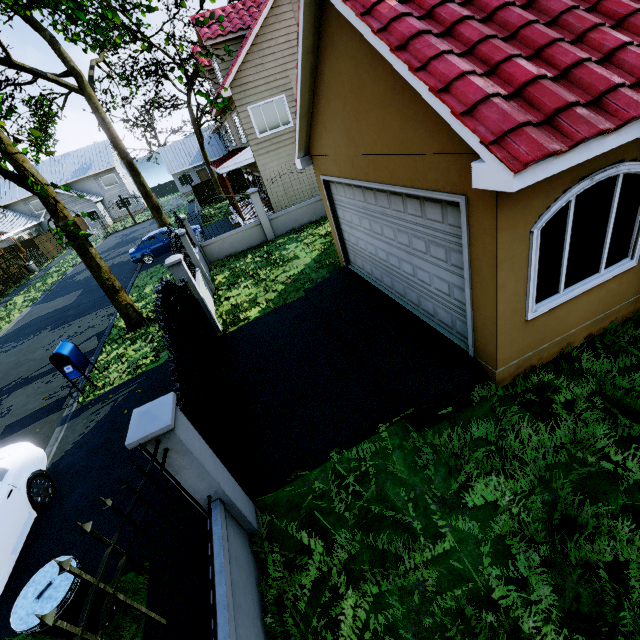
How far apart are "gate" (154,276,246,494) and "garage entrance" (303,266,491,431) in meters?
2.7 m

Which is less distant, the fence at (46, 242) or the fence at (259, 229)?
the fence at (259, 229)

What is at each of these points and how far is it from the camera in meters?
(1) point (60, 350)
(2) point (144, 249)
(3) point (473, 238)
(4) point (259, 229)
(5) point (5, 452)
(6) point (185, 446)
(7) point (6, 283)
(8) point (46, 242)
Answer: (1) mailbox, 8.4 m
(2) car, 19.0 m
(3) garage door, 4.0 m
(4) fence, 15.0 m
(5) car, 6.1 m
(6) fence, 3.2 m
(7) fence, 25.5 m
(8) fence, 33.5 m

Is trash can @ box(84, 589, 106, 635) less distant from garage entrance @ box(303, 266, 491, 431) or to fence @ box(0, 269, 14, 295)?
garage entrance @ box(303, 266, 491, 431)

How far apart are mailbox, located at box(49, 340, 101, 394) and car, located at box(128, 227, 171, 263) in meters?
11.6

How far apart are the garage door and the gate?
4.0m

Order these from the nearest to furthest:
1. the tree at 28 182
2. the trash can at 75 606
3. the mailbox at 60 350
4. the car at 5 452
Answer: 1. the trash can at 75 606
2. the car at 5 452
3. the tree at 28 182
4. the mailbox at 60 350

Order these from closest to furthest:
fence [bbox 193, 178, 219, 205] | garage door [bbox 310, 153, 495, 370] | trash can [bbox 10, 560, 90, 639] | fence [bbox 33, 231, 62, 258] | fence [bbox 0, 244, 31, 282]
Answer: trash can [bbox 10, 560, 90, 639], garage door [bbox 310, 153, 495, 370], fence [bbox 0, 244, 31, 282], fence [bbox 193, 178, 219, 205], fence [bbox 33, 231, 62, 258]
